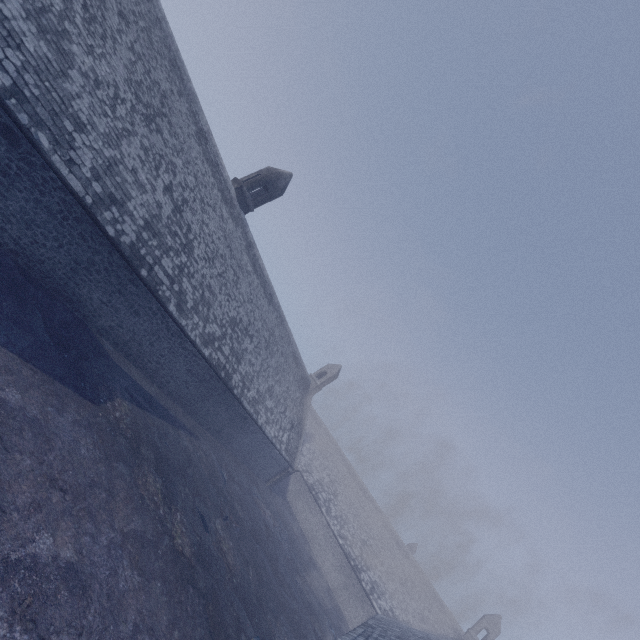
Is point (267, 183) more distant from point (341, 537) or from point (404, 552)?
point (404, 552)
